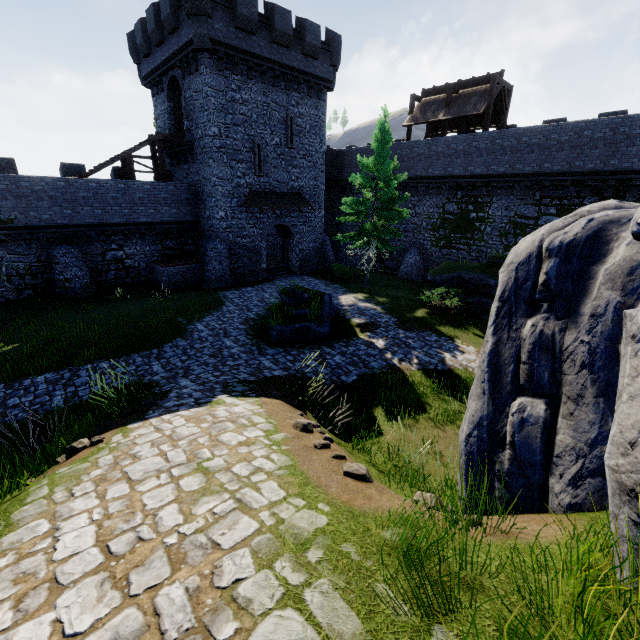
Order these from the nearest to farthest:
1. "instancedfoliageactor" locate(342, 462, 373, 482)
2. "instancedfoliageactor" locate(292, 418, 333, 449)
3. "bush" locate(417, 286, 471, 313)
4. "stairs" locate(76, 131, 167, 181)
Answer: "instancedfoliageactor" locate(342, 462, 373, 482), "instancedfoliageactor" locate(292, 418, 333, 449), "bush" locate(417, 286, 471, 313), "stairs" locate(76, 131, 167, 181)

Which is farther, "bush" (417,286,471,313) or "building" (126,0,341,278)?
"building" (126,0,341,278)

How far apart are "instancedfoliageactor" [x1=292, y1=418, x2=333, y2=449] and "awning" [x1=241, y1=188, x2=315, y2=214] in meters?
19.4

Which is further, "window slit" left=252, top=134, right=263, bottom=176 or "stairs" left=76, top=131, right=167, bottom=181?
"window slit" left=252, top=134, right=263, bottom=176

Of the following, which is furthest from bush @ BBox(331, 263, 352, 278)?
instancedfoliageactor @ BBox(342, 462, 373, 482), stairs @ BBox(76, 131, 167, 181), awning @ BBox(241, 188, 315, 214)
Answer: instancedfoliageactor @ BBox(342, 462, 373, 482)

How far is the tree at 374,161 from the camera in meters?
18.5

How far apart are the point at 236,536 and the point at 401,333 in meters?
13.2

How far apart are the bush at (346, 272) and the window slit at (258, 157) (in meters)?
8.17
